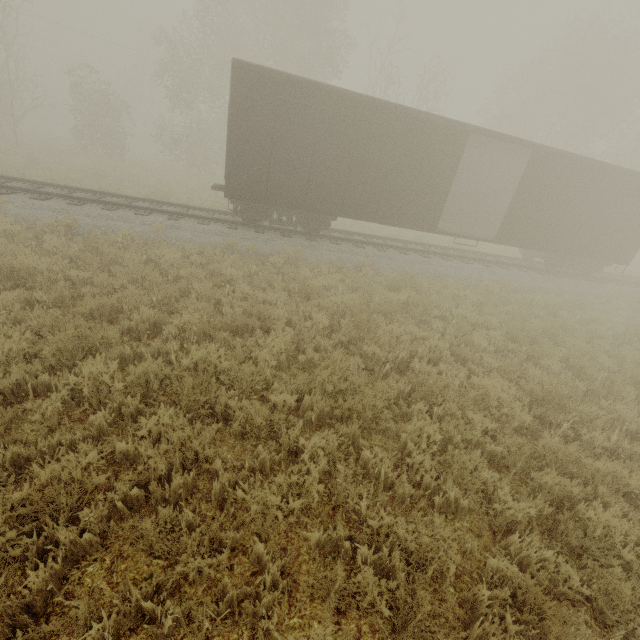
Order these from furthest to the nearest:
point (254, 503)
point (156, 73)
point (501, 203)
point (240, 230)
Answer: point (156, 73) → point (501, 203) → point (240, 230) → point (254, 503)
